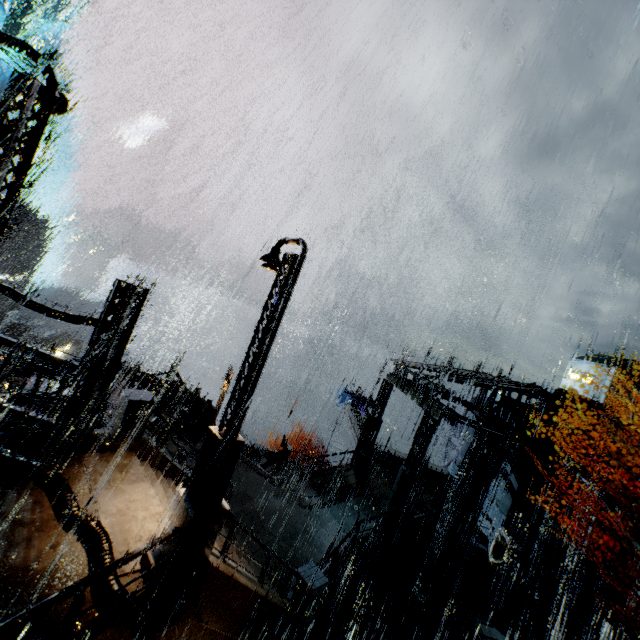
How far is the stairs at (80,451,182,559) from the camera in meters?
7.2

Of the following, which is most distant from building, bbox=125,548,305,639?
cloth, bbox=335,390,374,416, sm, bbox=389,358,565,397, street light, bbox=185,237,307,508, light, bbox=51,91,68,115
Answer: cloth, bbox=335,390,374,416

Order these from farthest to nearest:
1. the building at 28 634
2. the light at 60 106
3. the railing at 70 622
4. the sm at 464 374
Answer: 1. the sm at 464 374
2. the light at 60 106
3. the building at 28 634
4. the railing at 70 622

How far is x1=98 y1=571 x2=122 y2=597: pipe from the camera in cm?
561

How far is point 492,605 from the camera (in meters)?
14.60

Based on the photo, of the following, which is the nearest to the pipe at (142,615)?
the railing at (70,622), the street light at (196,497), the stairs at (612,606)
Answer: the railing at (70,622)

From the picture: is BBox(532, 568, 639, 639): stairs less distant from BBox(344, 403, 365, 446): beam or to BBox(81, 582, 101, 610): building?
BBox(81, 582, 101, 610): building

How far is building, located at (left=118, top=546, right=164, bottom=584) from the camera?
6.2m
